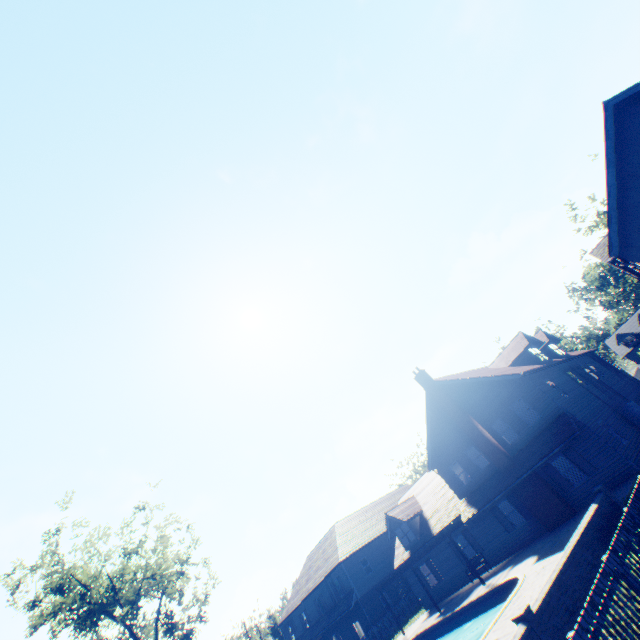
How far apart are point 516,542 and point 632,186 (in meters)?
21.54

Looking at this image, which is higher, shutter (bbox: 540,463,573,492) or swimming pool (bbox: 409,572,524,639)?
shutter (bbox: 540,463,573,492)

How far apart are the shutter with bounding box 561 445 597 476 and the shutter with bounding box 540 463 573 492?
1.00m

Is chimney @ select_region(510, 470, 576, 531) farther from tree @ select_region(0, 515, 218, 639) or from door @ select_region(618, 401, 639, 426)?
tree @ select_region(0, 515, 218, 639)

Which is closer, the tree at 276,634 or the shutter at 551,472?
the shutter at 551,472

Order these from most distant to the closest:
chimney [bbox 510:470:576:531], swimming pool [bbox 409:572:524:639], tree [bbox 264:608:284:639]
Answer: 1. tree [bbox 264:608:284:639]
2. chimney [bbox 510:470:576:531]
3. swimming pool [bbox 409:572:524:639]

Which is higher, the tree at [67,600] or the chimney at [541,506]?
the tree at [67,600]

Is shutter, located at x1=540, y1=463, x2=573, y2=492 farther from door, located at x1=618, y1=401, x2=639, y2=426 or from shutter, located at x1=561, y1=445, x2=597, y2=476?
door, located at x1=618, y1=401, x2=639, y2=426
